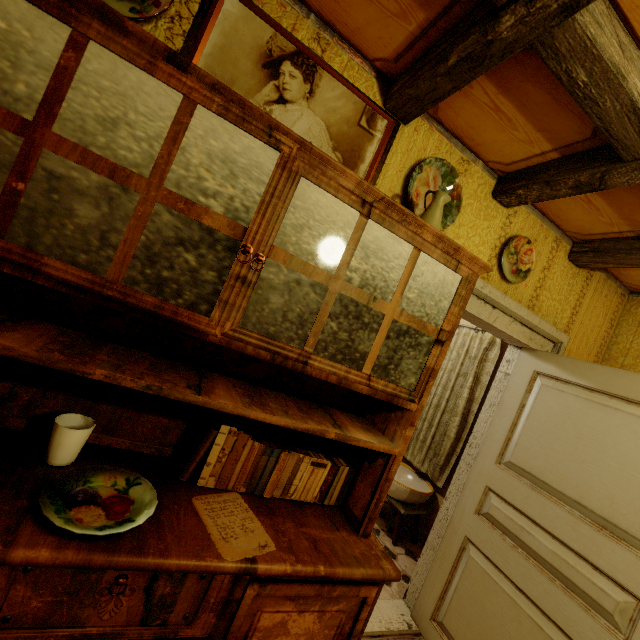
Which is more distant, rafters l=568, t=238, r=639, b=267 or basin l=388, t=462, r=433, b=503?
basin l=388, t=462, r=433, b=503

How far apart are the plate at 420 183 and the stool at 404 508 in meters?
2.7

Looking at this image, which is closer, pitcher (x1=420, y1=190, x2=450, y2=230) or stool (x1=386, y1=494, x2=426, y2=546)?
pitcher (x1=420, y1=190, x2=450, y2=230)

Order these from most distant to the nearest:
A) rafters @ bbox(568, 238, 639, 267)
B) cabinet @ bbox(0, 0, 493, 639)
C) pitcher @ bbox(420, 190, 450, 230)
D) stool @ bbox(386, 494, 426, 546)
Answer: stool @ bbox(386, 494, 426, 546) < rafters @ bbox(568, 238, 639, 267) < pitcher @ bbox(420, 190, 450, 230) < cabinet @ bbox(0, 0, 493, 639)

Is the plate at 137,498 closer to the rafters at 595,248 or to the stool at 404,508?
the rafters at 595,248

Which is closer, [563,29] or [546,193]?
[563,29]

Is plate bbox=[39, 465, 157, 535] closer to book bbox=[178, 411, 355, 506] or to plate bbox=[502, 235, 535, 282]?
book bbox=[178, 411, 355, 506]

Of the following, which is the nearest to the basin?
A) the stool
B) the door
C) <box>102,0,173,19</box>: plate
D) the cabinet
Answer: the stool
